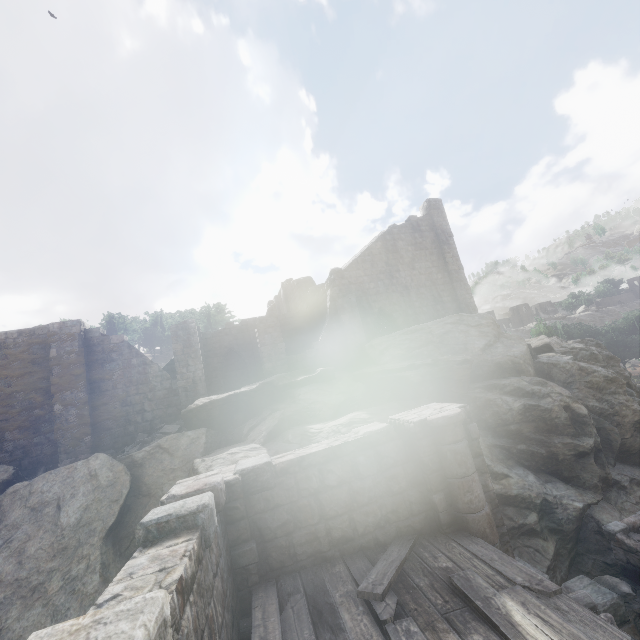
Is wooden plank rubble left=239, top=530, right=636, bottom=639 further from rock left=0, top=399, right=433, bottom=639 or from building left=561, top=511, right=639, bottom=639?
rock left=0, top=399, right=433, bottom=639

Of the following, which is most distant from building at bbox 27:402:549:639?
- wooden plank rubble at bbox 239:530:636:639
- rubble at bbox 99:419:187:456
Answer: rubble at bbox 99:419:187:456

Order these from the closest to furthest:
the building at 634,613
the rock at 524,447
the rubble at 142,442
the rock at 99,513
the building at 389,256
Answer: the building at 634,613
the rock at 99,513
the rock at 524,447
the rubble at 142,442
the building at 389,256

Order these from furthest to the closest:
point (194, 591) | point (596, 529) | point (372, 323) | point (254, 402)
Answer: point (372, 323) < point (254, 402) < point (596, 529) < point (194, 591)

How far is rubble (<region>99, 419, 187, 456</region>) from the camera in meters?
13.8

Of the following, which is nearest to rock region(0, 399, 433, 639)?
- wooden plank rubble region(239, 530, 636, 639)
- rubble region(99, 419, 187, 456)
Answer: rubble region(99, 419, 187, 456)

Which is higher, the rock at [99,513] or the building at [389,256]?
the building at [389,256]

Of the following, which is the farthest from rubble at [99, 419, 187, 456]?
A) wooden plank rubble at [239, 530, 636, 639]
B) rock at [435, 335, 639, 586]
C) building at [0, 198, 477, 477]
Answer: wooden plank rubble at [239, 530, 636, 639]
